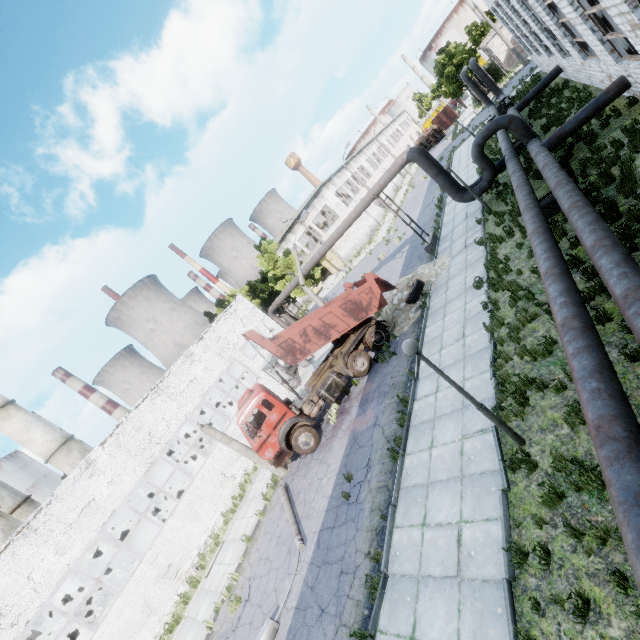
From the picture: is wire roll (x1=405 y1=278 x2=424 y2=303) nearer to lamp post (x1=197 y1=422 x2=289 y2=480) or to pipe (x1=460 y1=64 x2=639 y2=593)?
pipe (x1=460 y1=64 x2=639 y2=593)

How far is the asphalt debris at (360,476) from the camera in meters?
10.1 m

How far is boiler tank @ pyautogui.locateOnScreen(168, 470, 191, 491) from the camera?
23.23m

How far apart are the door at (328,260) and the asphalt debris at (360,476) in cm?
3929

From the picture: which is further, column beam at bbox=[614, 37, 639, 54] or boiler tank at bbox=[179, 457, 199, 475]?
boiler tank at bbox=[179, 457, 199, 475]

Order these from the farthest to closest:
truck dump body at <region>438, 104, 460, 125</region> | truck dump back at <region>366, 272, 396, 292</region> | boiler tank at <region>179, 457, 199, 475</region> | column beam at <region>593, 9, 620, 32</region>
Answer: truck dump body at <region>438, 104, 460, 125</region>, boiler tank at <region>179, 457, 199, 475</region>, truck dump back at <region>366, 272, 396, 292</region>, column beam at <region>593, 9, 620, 32</region>

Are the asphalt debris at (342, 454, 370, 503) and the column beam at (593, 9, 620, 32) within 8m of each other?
no

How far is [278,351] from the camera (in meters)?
14.20
